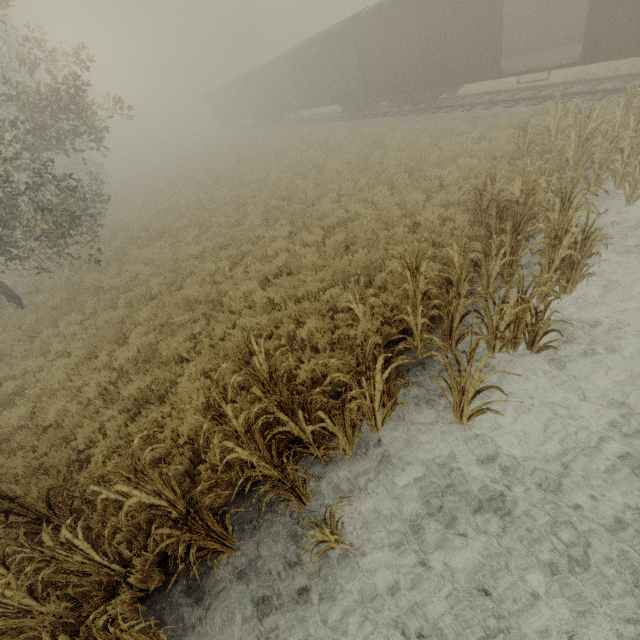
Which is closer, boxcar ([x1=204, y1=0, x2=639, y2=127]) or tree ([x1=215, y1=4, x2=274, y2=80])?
boxcar ([x1=204, y1=0, x2=639, y2=127])

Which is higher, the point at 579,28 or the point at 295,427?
the point at 579,28

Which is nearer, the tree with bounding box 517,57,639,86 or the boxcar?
the boxcar

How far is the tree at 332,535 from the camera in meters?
3.2

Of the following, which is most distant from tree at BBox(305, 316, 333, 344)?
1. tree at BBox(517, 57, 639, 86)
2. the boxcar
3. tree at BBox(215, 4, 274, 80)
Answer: tree at BBox(215, 4, 274, 80)

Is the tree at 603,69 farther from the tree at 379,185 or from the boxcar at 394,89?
the tree at 379,185

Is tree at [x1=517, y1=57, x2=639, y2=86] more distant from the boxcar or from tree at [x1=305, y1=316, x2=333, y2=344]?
tree at [x1=305, y1=316, x2=333, y2=344]
